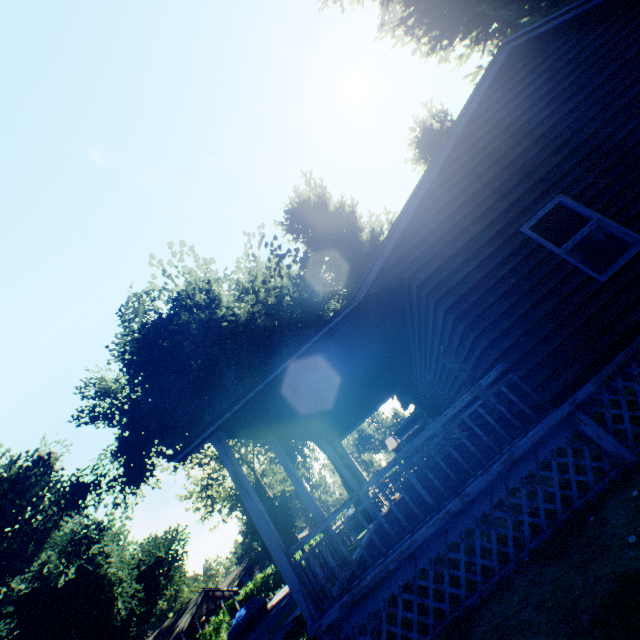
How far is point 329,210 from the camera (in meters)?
22.44

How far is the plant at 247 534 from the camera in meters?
21.1

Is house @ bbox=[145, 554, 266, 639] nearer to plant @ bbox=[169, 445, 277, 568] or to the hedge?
plant @ bbox=[169, 445, 277, 568]

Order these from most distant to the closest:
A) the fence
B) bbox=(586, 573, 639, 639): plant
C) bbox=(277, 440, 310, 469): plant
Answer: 1. bbox=(277, 440, 310, 469): plant
2. the fence
3. bbox=(586, 573, 639, 639): plant

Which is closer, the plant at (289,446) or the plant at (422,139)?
the plant at (422,139)

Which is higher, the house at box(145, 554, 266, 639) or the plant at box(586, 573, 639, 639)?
the house at box(145, 554, 266, 639)

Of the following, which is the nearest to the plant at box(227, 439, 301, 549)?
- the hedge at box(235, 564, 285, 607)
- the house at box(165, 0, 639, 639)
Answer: the house at box(165, 0, 639, 639)

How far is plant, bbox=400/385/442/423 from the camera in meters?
16.7
